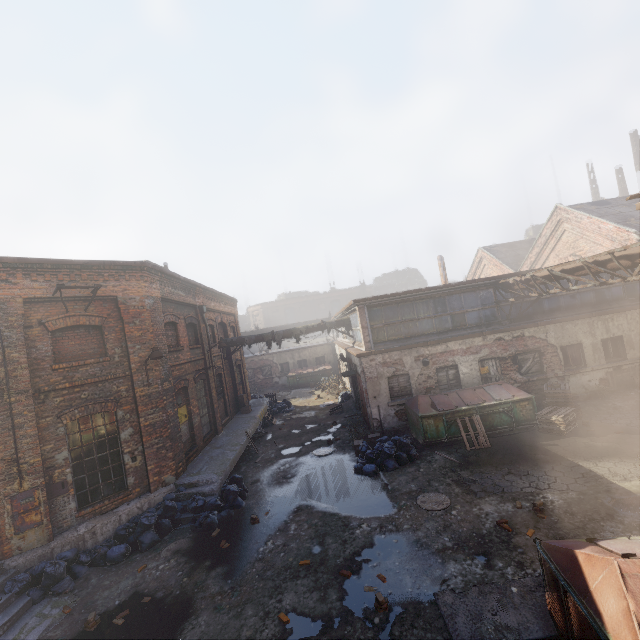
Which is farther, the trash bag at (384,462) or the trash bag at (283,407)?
the trash bag at (283,407)

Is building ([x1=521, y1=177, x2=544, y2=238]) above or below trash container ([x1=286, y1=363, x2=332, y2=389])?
above

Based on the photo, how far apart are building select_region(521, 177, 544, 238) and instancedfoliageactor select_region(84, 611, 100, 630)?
69.1m

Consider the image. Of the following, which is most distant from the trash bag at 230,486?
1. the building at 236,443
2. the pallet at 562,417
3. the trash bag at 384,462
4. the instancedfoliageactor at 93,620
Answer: the pallet at 562,417

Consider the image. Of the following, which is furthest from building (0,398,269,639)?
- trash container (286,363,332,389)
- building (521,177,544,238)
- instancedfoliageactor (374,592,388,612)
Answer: building (521,177,544,238)

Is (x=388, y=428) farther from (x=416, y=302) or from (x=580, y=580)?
(x=580, y=580)

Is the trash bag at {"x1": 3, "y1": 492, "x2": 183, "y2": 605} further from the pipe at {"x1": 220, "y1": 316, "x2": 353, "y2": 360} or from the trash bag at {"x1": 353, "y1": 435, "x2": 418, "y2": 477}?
the pipe at {"x1": 220, "y1": 316, "x2": 353, "y2": 360}

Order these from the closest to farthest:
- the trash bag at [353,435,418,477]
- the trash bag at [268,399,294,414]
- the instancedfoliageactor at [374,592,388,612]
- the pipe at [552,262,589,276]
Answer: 1. the instancedfoliageactor at [374,592,388,612]
2. the pipe at [552,262,589,276]
3. the trash bag at [353,435,418,477]
4. the trash bag at [268,399,294,414]
